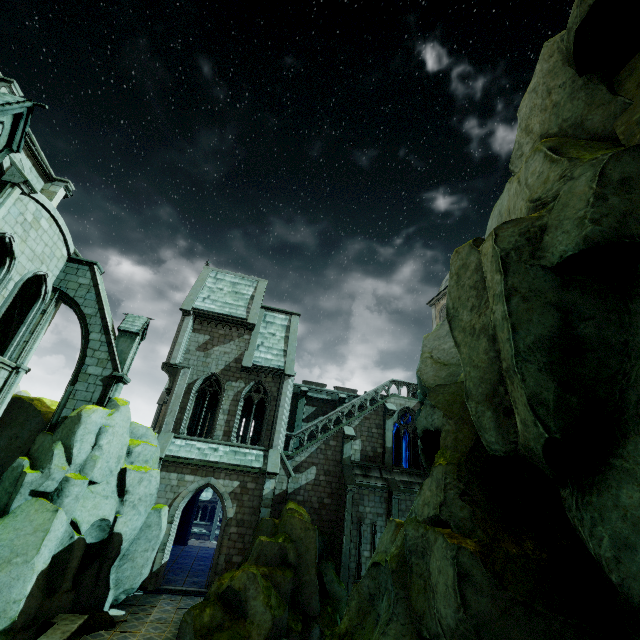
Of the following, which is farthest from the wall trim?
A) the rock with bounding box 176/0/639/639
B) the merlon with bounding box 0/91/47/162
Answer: the merlon with bounding box 0/91/47/162

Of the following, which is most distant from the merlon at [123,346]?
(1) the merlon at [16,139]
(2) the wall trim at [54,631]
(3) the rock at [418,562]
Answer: (1) the merlon at [16,139]

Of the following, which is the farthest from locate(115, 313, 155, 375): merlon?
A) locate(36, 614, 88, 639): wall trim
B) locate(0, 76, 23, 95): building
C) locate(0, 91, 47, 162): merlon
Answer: locate(0, 91, 47, 162): merlon

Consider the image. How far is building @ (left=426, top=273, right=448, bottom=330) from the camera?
34.6m

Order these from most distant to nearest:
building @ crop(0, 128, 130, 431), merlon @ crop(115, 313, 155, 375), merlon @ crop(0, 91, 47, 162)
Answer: merlon @ crop(115, 313, 155, 375) → building @ crop(0, 128, 130, 431) → merlon @ crop(0, 91, 47, 162)

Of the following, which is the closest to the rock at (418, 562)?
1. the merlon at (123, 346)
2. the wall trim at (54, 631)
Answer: the wall trim at (54, 631)

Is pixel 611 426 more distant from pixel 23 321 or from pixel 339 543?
pixel 23 321

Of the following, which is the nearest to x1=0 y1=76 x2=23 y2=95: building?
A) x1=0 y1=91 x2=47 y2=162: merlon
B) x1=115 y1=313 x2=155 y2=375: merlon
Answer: x1=115 y1=313 x2=155 y2=375: merlon
